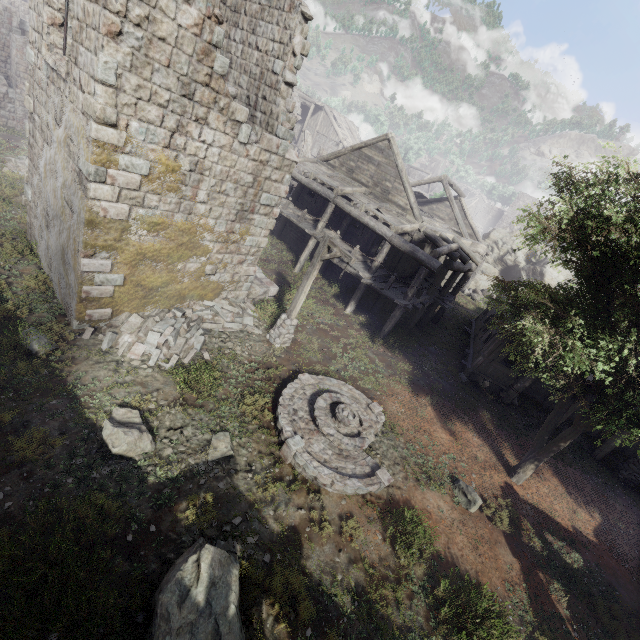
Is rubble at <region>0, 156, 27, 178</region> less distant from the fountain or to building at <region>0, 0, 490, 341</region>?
building at <region>0, 0, 490, 341</region>

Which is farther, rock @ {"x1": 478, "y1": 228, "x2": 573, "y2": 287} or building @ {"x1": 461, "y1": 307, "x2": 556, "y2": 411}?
rock @ {"x1": 478, "y1": 228, "x2": 573, "y2": 287}

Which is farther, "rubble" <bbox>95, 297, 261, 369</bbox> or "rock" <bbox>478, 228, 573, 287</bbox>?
"rock" <bbox>478, 228, 573, 287</bbox>

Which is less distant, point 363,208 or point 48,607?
point 48,607

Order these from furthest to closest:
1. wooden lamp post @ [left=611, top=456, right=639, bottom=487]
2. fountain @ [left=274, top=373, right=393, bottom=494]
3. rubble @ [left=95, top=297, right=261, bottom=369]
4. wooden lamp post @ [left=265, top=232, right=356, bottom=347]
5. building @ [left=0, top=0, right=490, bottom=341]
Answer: wooden lamp post @ [left=611, top=456, right=639, bottom=487] → wooden lamp post @ [left=265, top=232, right=356, bottom=347] → rubble @ [left=95, top=297, right=261, bottom=369] → fountain @ [left=274, top=373, right=393, bottom=494] → building @ [left=0, top=0, right=490, bottom=341]

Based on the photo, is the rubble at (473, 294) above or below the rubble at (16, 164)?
above

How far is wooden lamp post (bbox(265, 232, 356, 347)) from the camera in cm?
1069

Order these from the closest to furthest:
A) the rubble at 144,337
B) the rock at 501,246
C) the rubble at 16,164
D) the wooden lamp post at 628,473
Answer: the rubble at 144,337 < the wooden lamp post at 628,473 < the rubble at 16,164 < the rock at 501,246
